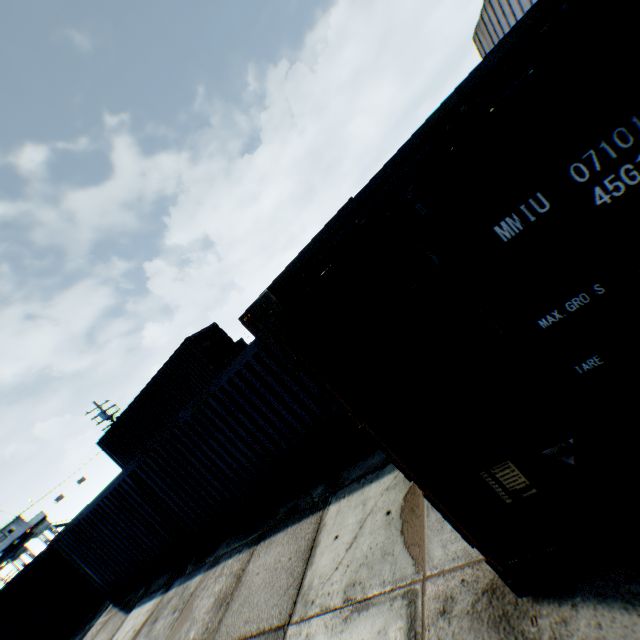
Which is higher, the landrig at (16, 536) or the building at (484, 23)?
the building at (484, 23)

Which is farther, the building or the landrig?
the landrig

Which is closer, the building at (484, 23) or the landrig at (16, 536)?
the building at (484, 23)

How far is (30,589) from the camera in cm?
1199

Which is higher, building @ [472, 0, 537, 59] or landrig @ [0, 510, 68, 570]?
building @ [472, 0, 537, 59]
